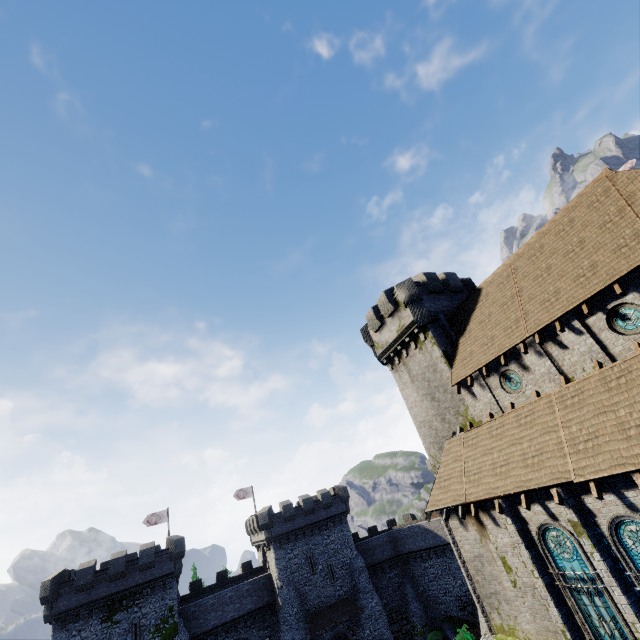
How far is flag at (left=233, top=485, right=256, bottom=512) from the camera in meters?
45.4 m

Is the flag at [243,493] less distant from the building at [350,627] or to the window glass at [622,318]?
the building at [350,627]

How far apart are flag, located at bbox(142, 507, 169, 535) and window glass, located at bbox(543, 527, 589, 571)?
43.2 meters

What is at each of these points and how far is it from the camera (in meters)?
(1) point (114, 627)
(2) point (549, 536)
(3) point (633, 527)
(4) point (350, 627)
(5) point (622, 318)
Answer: (1) building, 29.02
(2) window glass, 13.23
(3) window glass, 10.77
(4) building, 34.50
(5) window glass, 13.15

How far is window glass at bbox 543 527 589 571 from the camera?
12.3m

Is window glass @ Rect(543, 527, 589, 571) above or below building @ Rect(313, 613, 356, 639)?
above

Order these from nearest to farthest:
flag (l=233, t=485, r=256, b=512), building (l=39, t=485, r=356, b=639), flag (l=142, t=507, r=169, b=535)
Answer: building (l=39, t=485, r=356, b=639) → flag (l=142, t=507, r=169, b=535) → flag (l=233, t=485, r=256, b=512)

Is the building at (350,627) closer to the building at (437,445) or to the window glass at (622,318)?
the building at (437,445)
